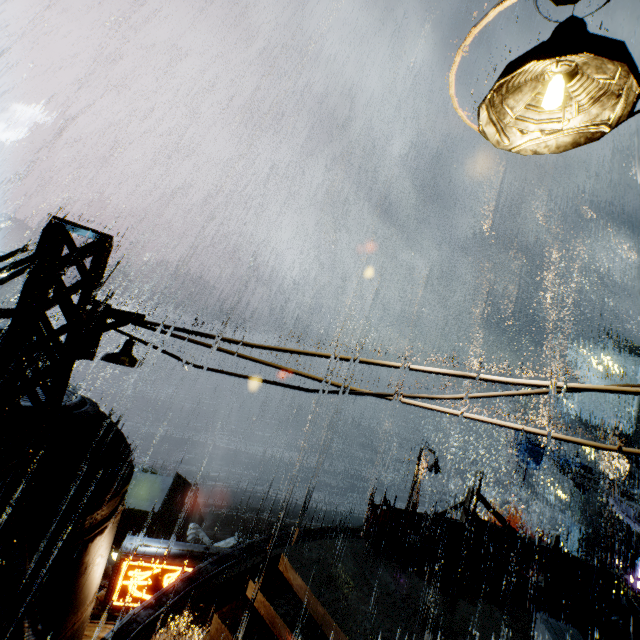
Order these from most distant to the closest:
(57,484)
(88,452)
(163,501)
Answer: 1. (163,501)
2. (88,452)
3. (57,484)

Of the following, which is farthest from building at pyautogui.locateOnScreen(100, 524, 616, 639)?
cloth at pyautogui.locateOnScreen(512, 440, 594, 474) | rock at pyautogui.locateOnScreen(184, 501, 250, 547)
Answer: cloth at pyautogui.locateOnScreen(512, 440, 594, 474)

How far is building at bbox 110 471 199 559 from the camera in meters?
24.1

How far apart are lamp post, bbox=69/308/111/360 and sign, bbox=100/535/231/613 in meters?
8.2

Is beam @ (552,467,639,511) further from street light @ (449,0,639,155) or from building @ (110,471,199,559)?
street light @ (449,0,639,155)

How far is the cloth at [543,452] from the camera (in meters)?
23.58

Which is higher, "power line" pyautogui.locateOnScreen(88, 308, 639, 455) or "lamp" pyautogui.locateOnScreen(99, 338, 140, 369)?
"power line" pyautogui.locateOnScreen(88, 308, 639, 455)

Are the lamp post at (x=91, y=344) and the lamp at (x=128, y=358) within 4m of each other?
yes
